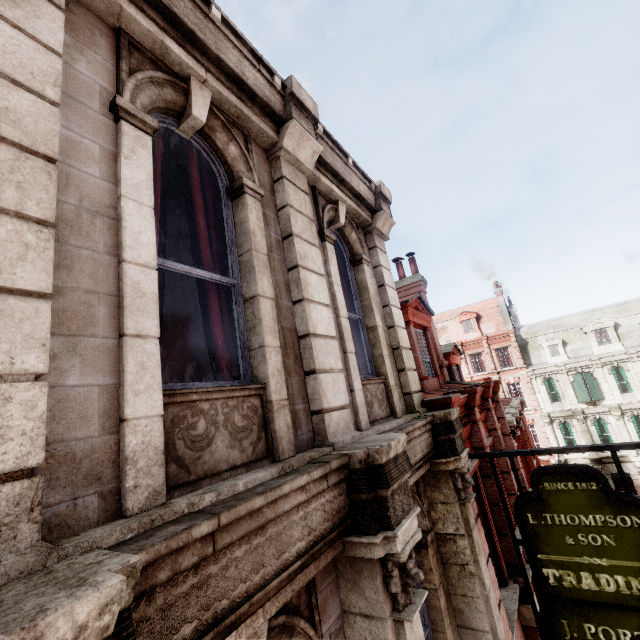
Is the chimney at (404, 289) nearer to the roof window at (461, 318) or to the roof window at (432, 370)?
the roof window at (432, 370)

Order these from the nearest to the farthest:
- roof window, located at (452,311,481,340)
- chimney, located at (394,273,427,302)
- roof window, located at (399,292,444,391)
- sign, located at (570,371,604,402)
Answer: roof window, located at (399,292,444,391) < chimney, located at (394,273,427,302) < sign, located at (570,371,604,402) < roof window, located at (452,311,481,340)

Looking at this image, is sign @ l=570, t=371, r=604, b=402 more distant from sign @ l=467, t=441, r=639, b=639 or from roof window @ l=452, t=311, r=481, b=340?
sign @ l=467, t=441, r=639, b=639

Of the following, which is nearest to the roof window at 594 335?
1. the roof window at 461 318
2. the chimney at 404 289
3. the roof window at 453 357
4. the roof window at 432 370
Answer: the roof window at 461 318

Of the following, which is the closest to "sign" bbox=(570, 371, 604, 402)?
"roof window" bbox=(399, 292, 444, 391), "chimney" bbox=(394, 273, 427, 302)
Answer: "chimney" bbox=(394, 273, 427, 302)

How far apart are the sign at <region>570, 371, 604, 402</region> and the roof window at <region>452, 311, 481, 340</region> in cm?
809

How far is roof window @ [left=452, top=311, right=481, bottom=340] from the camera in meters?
34.8

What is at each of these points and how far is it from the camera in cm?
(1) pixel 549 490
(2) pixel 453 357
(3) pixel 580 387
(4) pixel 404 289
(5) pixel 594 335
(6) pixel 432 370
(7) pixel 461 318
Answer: (1) sign, 439
(2) roof window, 1393
(3) sign, 2806
(4) chimney, 1336
(5) roof window, 2928
(6) roof window, 954
(7) roof window, 3559
